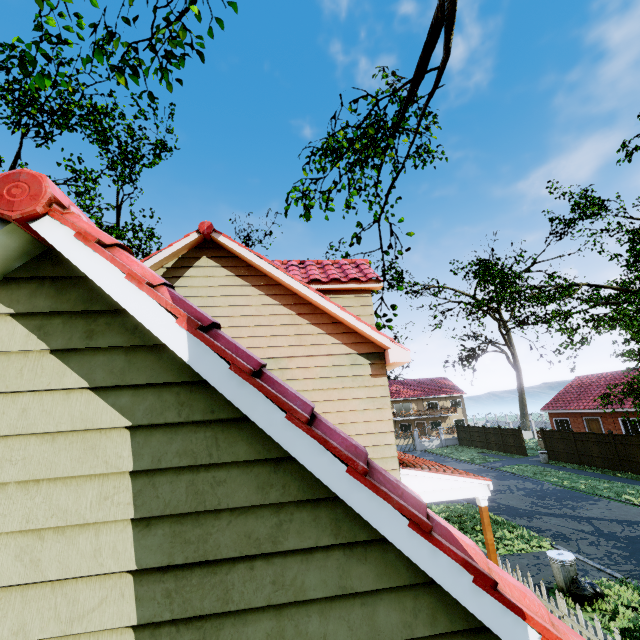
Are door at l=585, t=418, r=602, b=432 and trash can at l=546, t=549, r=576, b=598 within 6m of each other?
no

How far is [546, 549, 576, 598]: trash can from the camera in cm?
862

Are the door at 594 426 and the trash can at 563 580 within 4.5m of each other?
no

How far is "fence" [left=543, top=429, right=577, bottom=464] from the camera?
24.7m

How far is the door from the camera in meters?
28.9

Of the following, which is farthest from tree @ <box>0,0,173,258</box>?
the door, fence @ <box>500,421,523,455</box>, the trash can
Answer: the door

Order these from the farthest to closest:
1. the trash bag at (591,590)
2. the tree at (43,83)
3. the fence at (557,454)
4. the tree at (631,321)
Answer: the fence at (557,454) < the tree at (631,321) < the trash bag at (591,590) < the tree at (43,83)

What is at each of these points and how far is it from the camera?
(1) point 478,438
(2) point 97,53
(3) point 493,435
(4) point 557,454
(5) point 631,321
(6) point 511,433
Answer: (1) fence, 36.5m
(2) tree, 5.5m
(3) fence, 33.8m
(4) fence, 26.0m
(5) tree, 10.7m
(6) fence, 31.1m
